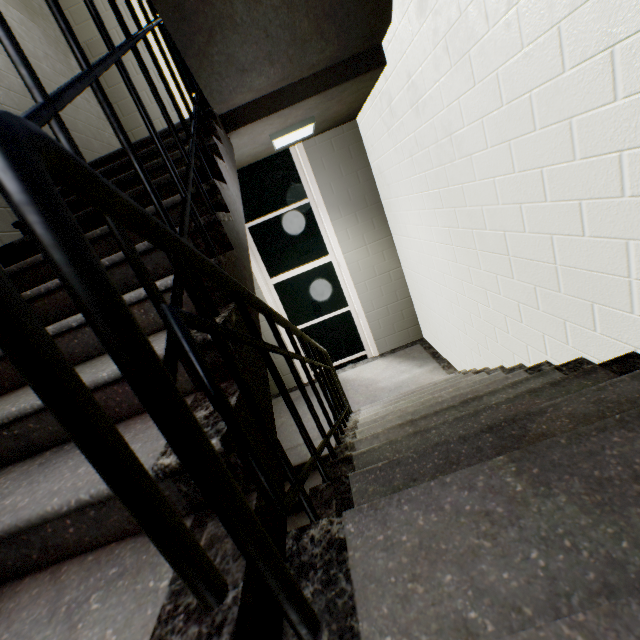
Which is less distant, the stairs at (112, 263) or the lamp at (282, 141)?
the stairs at (112, 263)

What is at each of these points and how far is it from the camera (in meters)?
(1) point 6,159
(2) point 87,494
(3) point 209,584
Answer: (1) railing, 0.34
(2) stairs, 0.72
(3) railing, 0.54

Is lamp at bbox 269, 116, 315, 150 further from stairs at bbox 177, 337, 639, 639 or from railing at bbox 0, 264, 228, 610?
railing at bbox 0, 264, 228, 610

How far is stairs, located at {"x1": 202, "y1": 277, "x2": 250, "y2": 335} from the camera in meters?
1.0 m

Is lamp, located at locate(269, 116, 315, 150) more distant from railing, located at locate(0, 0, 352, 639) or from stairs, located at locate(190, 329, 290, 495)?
railing, located at locate(0, 0, 352, 639)

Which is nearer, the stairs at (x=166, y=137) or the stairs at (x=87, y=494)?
the stairs at (x=87, y=494)
